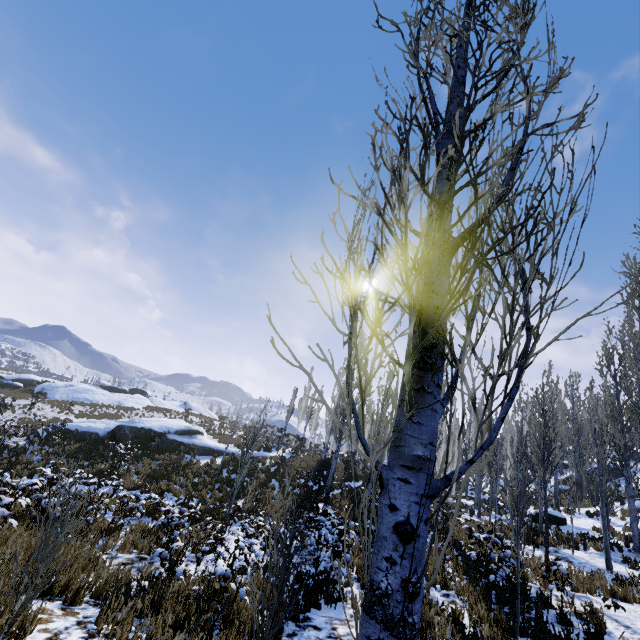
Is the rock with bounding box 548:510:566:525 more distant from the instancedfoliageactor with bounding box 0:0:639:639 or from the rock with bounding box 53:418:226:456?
the rock with bounding box 53:418:226:456

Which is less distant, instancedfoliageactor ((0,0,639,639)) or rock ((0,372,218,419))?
instancedfoliageactor ((0,0,639,639))

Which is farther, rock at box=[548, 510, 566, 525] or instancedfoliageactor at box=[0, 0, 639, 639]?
rock at box=[548, 510, 566, 525]

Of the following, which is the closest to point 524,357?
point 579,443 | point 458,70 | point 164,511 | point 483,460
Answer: point 458,70

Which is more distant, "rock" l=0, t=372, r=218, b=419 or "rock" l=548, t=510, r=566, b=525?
"rock" l=0, t=372, r=218, b=419

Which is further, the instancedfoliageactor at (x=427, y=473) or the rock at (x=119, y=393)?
the rock at (x=119, y=393)

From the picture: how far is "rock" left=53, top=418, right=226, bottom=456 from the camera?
20.91m

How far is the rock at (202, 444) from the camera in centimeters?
2091cm
